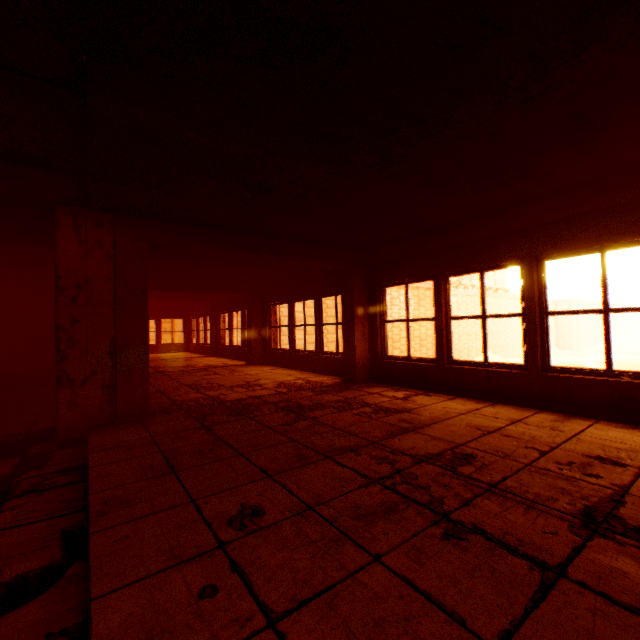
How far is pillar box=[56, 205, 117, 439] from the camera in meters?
3.8 m

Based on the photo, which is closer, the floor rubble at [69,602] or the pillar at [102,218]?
the floor rubble at [69,602]

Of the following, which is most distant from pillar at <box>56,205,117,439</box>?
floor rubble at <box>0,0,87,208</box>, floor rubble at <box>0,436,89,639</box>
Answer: floor rubble at <box>0,436,89,639</box>

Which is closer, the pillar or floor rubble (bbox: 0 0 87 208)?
floor rubble (bbox: 0 0 87 208)

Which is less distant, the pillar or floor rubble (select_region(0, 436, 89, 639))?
floor rubble (select_region(0, 436, 89, 639))

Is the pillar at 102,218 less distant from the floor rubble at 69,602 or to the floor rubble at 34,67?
the floor rubble at 34,67

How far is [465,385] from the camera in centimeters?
504cm

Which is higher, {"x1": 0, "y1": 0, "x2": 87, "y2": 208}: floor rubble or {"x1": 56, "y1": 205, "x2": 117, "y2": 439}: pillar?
{"x1": 0, "y1": 0, "x2": 87, "y2": 208}: floor rubble
